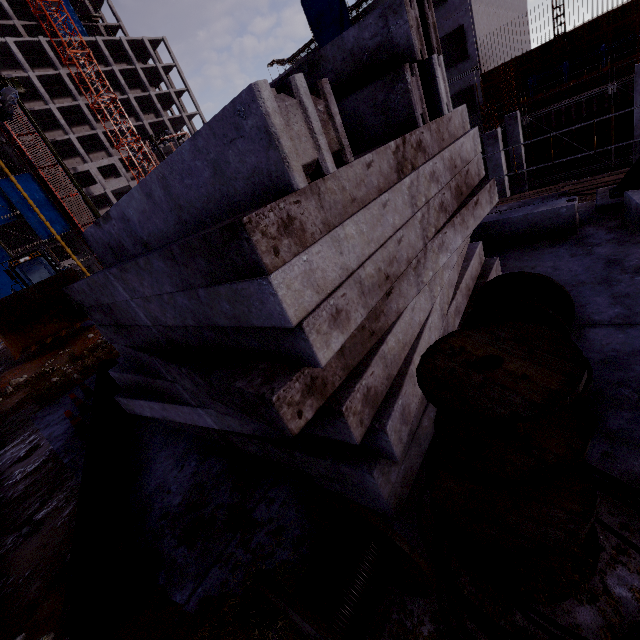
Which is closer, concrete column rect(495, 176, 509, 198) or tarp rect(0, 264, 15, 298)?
concrete column rect(495, 176, 509, 198)

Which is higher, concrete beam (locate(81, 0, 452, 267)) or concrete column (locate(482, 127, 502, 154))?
concrete beam (locate(81, 0, 452, 267))

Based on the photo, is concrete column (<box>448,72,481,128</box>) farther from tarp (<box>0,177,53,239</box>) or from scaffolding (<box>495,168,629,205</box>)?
tarp (<box>0,177,53,239</box>)

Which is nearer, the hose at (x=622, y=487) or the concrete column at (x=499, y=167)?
the hose at (x=622, y=487)

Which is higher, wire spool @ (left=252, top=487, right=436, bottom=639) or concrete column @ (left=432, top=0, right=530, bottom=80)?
concrete column @ (left=432, top=0, right=530, bottom=80)

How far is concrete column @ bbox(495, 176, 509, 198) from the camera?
14.54m

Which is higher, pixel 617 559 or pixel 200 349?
pixel 200 349

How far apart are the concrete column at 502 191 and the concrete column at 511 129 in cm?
434
